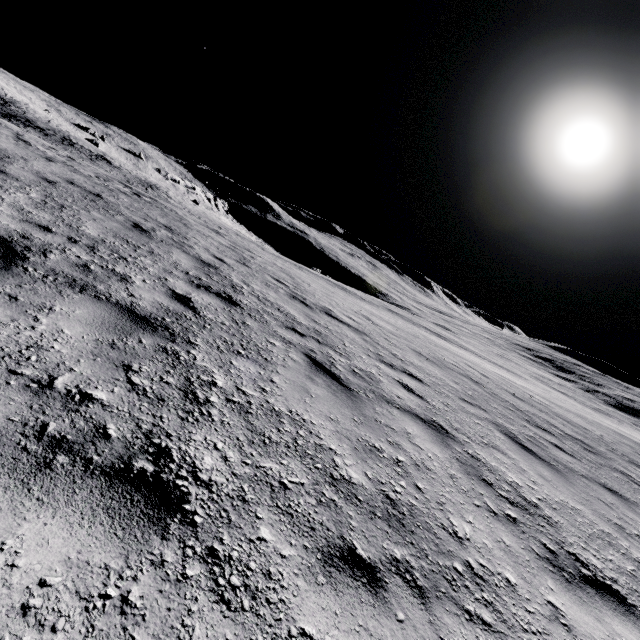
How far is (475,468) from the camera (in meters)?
4.06
